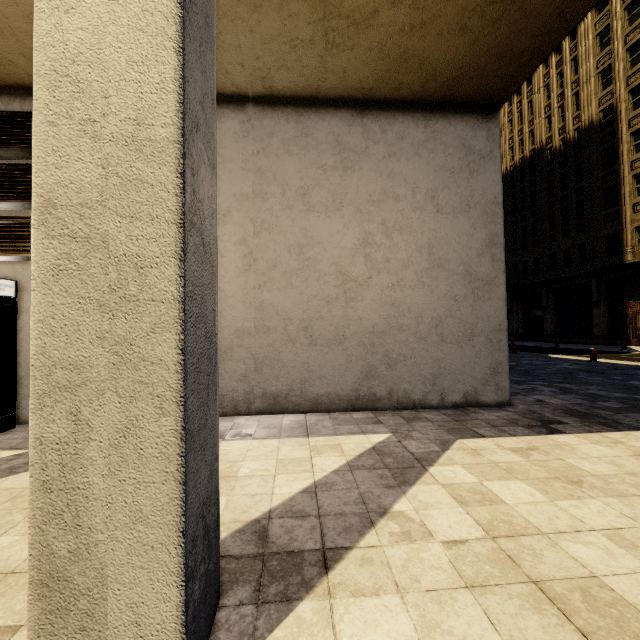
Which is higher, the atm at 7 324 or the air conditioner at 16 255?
the air conditioner at 16 255

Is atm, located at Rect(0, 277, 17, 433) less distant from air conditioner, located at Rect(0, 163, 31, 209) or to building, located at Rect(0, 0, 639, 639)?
building, located at Rect(0, 0, 639, 639)

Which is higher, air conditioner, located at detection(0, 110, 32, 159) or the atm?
air conditioner, located at detection(0, 110, 32, 159)

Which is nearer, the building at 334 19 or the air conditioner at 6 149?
the building at 334 19

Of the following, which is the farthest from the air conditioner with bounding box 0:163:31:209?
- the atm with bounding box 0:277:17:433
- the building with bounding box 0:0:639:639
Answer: the atm with bounding box 0:277:17:433

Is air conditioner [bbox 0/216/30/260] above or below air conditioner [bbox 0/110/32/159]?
below

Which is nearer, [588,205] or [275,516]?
[275,516]

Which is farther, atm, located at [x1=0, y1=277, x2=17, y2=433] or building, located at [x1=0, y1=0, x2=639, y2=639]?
atm, located at [x1=0, y1=277, x2=17, y2=433]
